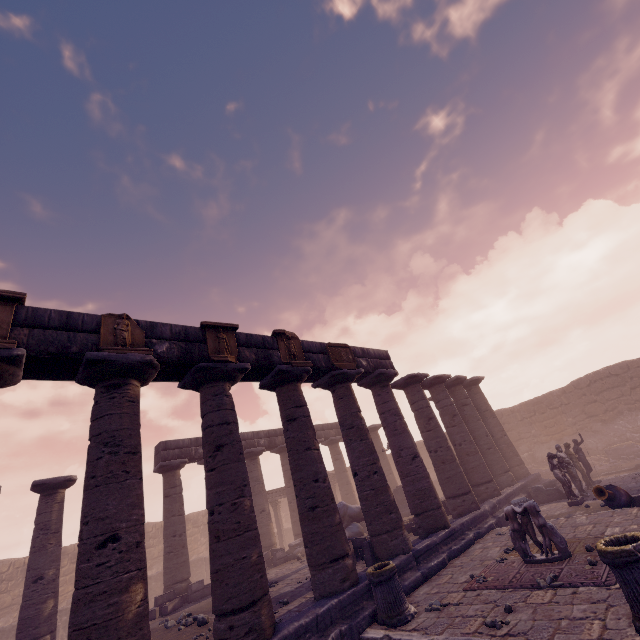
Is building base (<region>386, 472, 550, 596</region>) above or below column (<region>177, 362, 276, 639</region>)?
below

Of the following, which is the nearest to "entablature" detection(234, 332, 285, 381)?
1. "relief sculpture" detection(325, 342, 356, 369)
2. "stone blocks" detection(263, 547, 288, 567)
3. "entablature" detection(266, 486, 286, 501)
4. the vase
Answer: "relief sculpture" detection(325, 342, 356, 369)

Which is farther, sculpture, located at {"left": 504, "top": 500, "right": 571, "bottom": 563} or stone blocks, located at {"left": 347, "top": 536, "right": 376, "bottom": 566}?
stone blocks, located at {"left": 347, "top": 536, "right": 376, "bottom": 566}

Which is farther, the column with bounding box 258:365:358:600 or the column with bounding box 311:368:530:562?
the column with bounding box 311:368:530:562

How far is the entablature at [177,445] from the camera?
15.70m

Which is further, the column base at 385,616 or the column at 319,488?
the column at 319,488

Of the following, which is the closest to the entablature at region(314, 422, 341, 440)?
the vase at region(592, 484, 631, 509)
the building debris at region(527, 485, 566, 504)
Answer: the vase at region(592, 484, 631, 509)

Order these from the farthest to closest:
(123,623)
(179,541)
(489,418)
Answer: (489,418)
(179,541)
(123,623)
